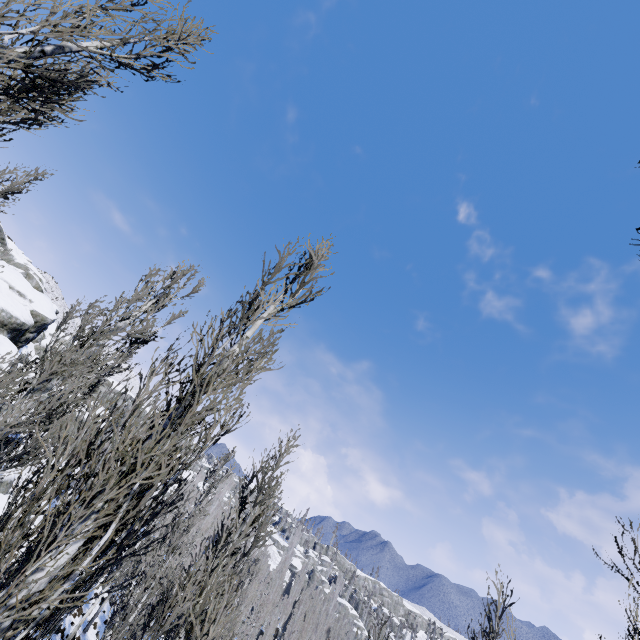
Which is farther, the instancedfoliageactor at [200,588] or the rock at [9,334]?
the rock at [9,334]

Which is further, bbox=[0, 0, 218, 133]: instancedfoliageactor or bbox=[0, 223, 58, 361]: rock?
bbox=[0, 223, 58, 361]: rock

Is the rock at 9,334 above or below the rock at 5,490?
above

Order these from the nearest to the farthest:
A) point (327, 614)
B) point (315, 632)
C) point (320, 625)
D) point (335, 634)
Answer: point (315, 632) → point (335, 634) → point (320, 625) → point (327, 614)

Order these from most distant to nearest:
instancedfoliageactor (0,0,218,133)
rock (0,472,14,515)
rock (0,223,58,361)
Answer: rock (0,223,58,361) → rock (0,472,14,515) → instancedfoliageactor (0,0,218,133)
